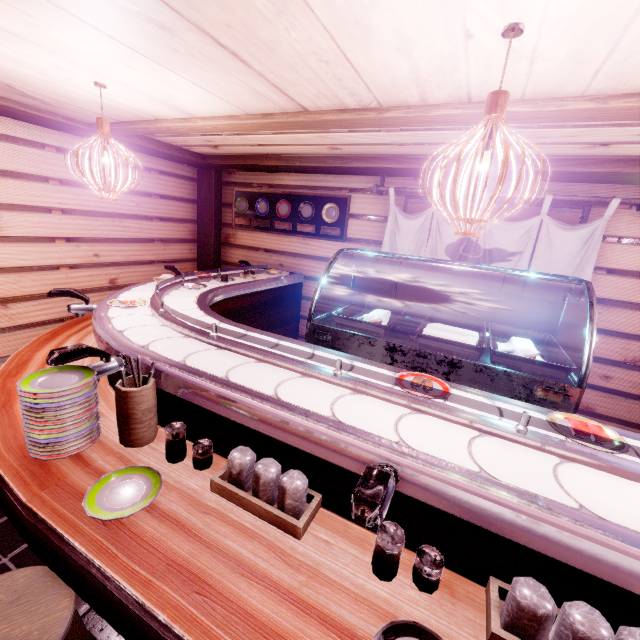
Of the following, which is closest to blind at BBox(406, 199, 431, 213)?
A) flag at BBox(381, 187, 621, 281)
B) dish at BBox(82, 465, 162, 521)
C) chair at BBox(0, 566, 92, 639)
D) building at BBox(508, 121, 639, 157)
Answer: flag at BBox(381, 187, 621, 281)

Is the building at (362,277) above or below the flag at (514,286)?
below

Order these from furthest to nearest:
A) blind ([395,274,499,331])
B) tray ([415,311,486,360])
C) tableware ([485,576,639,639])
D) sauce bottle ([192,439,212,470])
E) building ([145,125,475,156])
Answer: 1. blind ([395,274,499,331])
2. building ([145,125,475,156])
3. tray ([415,311,486,360])
4. sauce bottle ([192,439,212,470])
5. tableware ([485,576,639,639])

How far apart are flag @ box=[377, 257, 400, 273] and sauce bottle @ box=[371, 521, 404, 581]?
5.9m

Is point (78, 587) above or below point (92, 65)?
below

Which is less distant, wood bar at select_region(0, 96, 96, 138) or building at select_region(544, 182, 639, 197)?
wood bar at select_region(0, 96, 96, 138)

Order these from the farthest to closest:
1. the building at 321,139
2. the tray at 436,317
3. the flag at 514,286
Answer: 1. the flag at 514,286
2. the building at 321,139
3. the tray at 436,317

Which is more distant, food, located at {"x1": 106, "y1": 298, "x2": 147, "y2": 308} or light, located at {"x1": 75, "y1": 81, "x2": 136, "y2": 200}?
food, located at {"x1": 106, "y1": 298, "x2": 147, "y2": 308}
